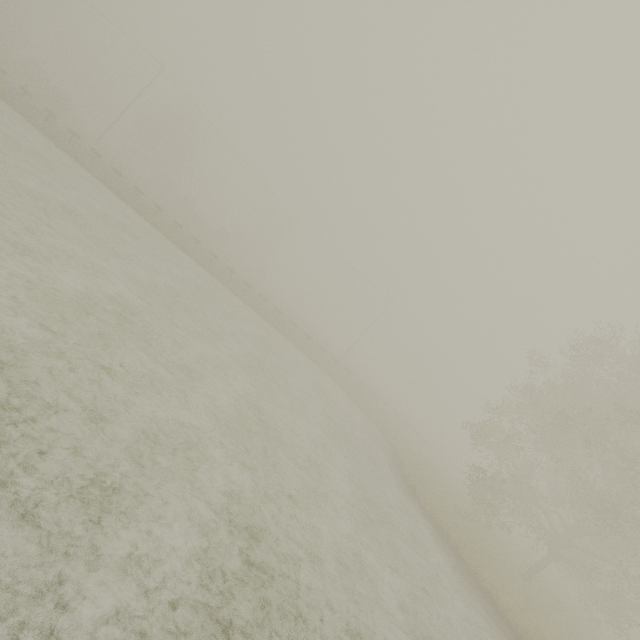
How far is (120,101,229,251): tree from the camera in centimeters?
4472cm

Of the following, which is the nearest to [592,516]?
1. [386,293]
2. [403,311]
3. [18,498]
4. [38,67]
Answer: [18,498]

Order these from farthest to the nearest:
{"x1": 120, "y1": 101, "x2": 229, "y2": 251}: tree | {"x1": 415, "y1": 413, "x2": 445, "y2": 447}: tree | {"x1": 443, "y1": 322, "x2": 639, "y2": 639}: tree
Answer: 1. {"x1": 415, "y1": 413, "x2": 445, "y2": 447}: tree
2. {"x1": 120, "y1": 101, "x2": 229, "y2": 251}: tree
3. {"x1": 443, "y1": 322, "x2": 639, "y2": 639}: tree

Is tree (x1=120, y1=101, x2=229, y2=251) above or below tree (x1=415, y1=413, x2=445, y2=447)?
below

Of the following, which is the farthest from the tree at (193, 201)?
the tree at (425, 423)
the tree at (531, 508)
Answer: the tree at (425, 423)

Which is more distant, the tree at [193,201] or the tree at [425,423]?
the tree at [425,423]

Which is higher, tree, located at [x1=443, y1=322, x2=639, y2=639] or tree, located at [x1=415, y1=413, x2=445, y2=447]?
tree, located at [x1=443, y1=322, x2=639, y2=639]

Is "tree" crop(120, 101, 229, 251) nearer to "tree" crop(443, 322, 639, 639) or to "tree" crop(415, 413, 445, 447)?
"tree" crop(443, 322, 639, 639)
